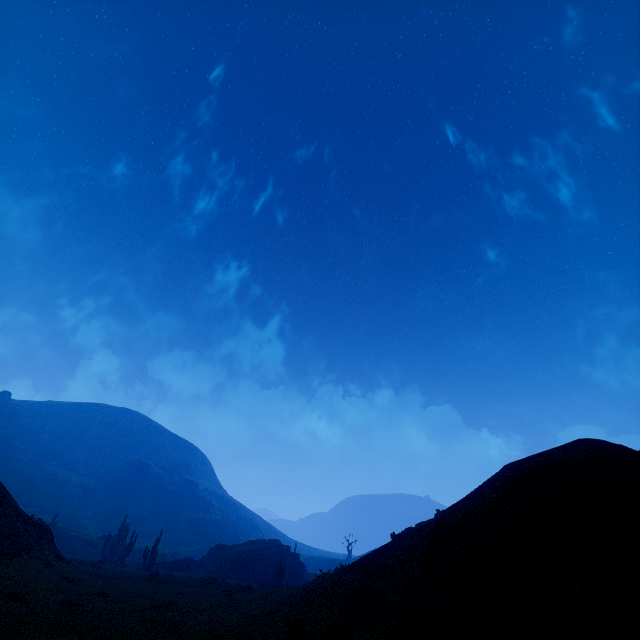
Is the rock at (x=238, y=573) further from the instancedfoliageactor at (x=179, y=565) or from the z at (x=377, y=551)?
the z at (x=377, y=551)

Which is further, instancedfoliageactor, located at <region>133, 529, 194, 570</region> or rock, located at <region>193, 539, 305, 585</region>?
rock, located at <region>193, 539, 305, 585</region>

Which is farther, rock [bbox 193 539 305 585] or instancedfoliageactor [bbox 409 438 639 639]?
rock [bbox 193 539 305 585]

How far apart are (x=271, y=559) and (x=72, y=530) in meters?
40.5 m

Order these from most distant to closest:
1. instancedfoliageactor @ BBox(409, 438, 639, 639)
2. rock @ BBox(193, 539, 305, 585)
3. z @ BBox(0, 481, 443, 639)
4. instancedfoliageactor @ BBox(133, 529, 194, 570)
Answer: rock @ BBox(193, 539, 305, 585)
instancedfoliageactor @ BBox(133, 529, 194, 570)
z @ BBox(0, 481, 443, 639)
instancedfoliageactor @ BBox(409, 438, 639, 639)

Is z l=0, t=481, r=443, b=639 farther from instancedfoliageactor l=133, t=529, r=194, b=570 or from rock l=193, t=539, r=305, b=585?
rock l=193, t=539, r=305, b=585

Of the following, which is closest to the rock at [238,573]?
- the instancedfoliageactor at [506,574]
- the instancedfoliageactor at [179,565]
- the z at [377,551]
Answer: the instancedfoliageactor at [179,565]

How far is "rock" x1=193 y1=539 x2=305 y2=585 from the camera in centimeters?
4153cm
